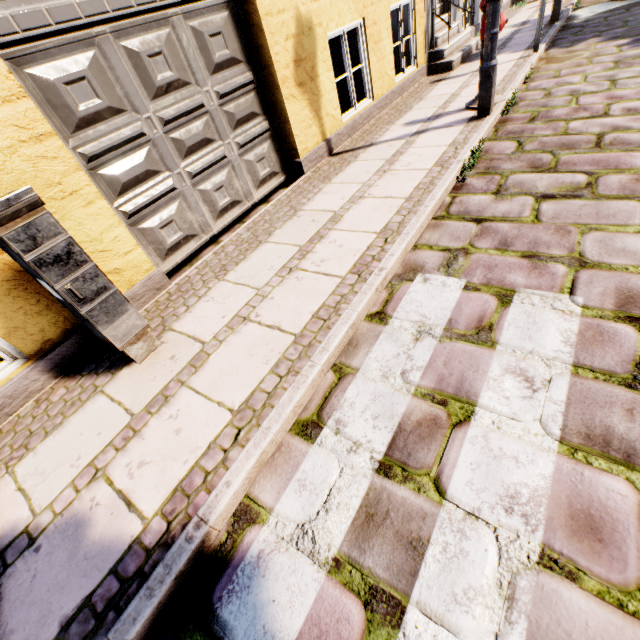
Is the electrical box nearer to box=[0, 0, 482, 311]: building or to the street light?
box=[0, 0, 482, 311]: building

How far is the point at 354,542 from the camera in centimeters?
141cm

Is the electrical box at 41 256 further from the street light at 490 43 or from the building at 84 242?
the street light at 490 43

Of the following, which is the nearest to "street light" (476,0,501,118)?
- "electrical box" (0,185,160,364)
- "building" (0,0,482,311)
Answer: "building" (0,0,482,311)

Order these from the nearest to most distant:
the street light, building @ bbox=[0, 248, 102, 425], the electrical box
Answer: the electrical box < building @ bbox=[0, 248, 102, 425] < the street light
